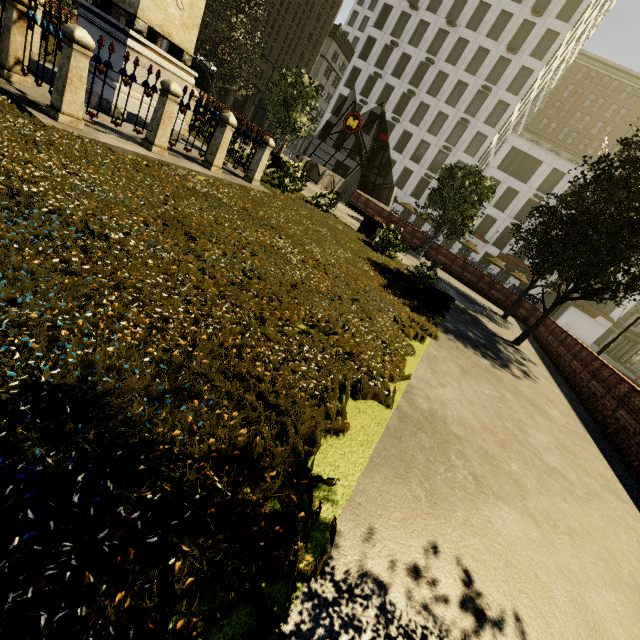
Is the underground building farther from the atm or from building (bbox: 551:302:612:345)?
the atm

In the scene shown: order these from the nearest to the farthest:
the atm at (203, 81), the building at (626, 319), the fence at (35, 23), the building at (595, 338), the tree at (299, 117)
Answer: the fence at (35, 23) < the tree at (299, 117) < the atm at (203, 81) < the building at (595, 338) < the building at (626, 319)

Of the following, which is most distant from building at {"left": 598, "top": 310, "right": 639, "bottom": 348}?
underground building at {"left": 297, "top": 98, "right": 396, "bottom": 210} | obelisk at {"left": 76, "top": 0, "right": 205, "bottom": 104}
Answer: obelisk at {"left": 76, "top": 0, "right": 205, "bottom": 104}

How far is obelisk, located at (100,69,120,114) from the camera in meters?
7.1 m

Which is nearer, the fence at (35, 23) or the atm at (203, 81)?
the fence at (35, 23)

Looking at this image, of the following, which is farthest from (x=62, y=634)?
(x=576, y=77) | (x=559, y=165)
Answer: (x=576, y=77)

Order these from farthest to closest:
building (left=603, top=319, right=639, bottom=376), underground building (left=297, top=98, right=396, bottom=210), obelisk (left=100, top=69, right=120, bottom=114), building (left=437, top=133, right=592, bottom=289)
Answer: building (left=603, top=319, right=639, bottom=376) → building (left=437, top=133, right=592, bottom=289) → underground building (left=297, top=98, right=396, bottom=210) → obelisk (left=100, top=69, right=120, bottom=114)

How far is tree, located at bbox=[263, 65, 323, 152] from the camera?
21.34m
